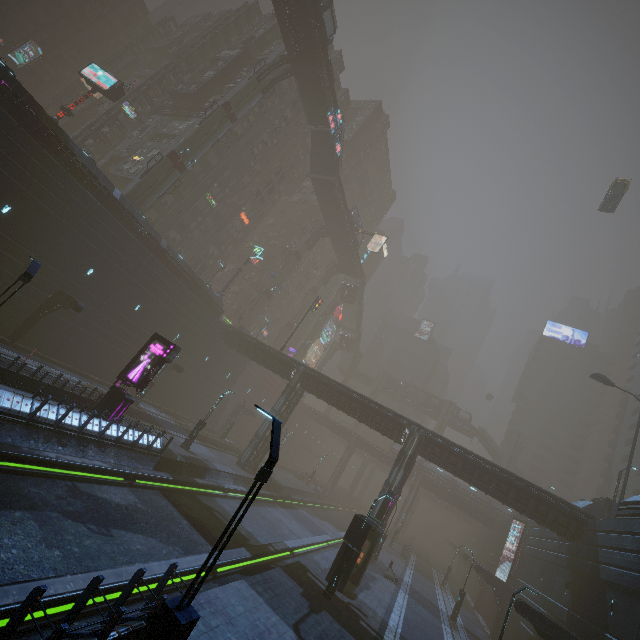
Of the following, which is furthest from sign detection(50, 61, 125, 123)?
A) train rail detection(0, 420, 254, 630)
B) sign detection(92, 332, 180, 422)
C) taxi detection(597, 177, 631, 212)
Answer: taxi detection(597, 177, 631, 212)

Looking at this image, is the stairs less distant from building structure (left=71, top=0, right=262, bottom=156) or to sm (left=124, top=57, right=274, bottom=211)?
sm (left=124, top=57, right=274, bottom=211)

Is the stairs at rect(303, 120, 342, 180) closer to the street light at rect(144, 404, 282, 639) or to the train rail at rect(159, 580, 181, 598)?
the train rail at rect(159, 580, 181, 598)

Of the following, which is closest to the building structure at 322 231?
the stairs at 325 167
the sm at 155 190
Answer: the stairs at 325 167

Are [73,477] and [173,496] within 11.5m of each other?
yes

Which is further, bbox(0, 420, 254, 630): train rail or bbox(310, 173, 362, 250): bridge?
bbox(310, 173, 362, 250): bridge

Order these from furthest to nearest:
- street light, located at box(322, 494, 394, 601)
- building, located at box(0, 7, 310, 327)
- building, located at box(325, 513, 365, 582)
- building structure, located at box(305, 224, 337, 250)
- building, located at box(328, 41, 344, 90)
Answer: building structure, located at box(305, 224, 337, 250), building, located at box(328, 41, 344, 90), building, located at box(0, 7, 310, 327), building, located at box(325, 513, 365, 582), street light, located at box(322, 494, 394, 601)

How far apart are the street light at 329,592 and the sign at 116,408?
14.1 meters
